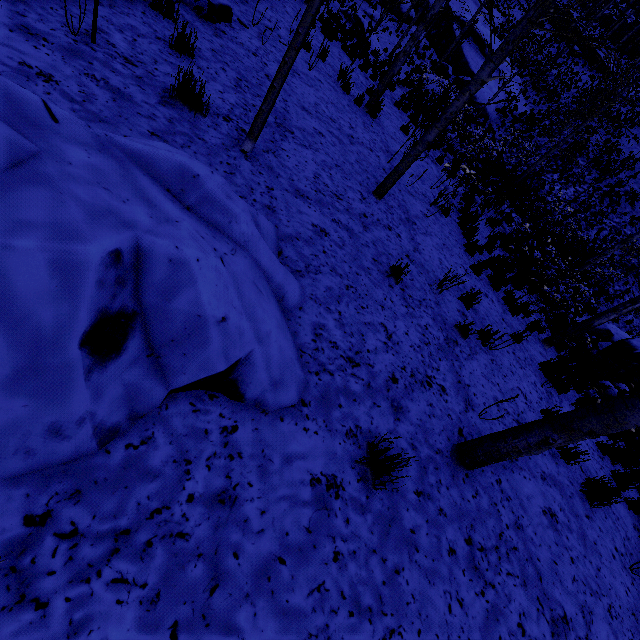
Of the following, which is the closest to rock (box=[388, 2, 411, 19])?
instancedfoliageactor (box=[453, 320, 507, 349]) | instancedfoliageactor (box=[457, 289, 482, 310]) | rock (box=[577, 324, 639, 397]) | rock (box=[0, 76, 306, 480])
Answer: rock (box=[577, 324, 639, 397])

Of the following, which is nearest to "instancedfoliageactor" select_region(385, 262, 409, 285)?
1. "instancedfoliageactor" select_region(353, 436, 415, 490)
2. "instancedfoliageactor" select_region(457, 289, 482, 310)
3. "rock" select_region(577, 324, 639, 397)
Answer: "instancedfoliageactor" select_region(457, 289, 482, 310)

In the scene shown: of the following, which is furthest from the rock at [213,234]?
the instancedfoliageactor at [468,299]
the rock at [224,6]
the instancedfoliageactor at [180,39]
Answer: the rock at [224,6]

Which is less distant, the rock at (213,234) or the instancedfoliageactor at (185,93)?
the rock at (213,234)

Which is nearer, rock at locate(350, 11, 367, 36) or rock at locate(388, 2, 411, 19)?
rock at locate(350, 11, 367, 36)

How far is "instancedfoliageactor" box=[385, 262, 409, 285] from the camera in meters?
4.4

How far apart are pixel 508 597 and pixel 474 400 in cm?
199

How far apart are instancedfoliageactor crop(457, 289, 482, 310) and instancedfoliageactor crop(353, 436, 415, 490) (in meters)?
4.01
